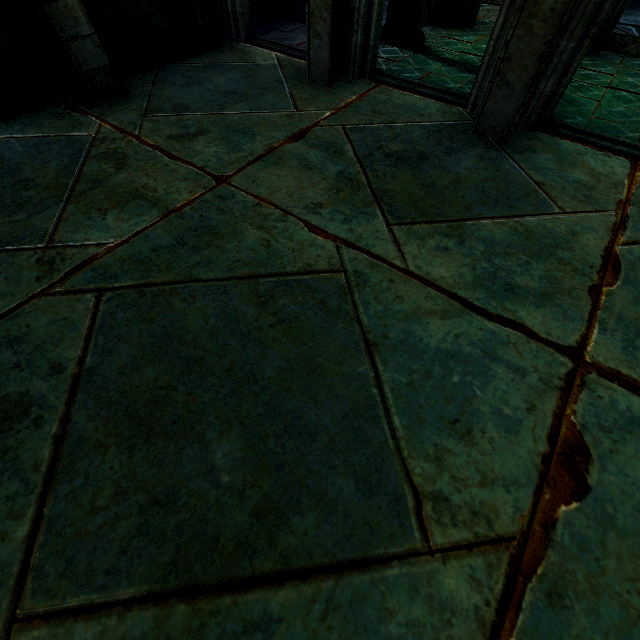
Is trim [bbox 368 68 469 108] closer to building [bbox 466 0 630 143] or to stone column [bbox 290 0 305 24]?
building [bbox 466 0 630 143]

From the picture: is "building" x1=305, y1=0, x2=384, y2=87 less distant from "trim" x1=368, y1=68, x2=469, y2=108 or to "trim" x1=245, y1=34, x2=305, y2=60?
"trim" x1=245, y1=34, x2=305, y2=60

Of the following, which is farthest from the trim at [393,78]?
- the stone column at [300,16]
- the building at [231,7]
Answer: the stone column at [300,16]

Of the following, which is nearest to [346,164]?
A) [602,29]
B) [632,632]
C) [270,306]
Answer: [270,306]

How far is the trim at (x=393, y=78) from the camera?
5.6m

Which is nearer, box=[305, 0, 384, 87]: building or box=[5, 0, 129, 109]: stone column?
box=[5, 0, 129, 109]: stone column

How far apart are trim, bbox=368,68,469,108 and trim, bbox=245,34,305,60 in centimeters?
101cm

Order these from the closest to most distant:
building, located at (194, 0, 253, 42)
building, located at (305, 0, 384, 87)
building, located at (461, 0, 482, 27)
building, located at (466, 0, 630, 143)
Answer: building, located at (466, 0, 630, 143), building, located at (305, 0, 384, 87), building, located at (194, 0, 253, 42), building, located at (461, 0, 482, 27)
